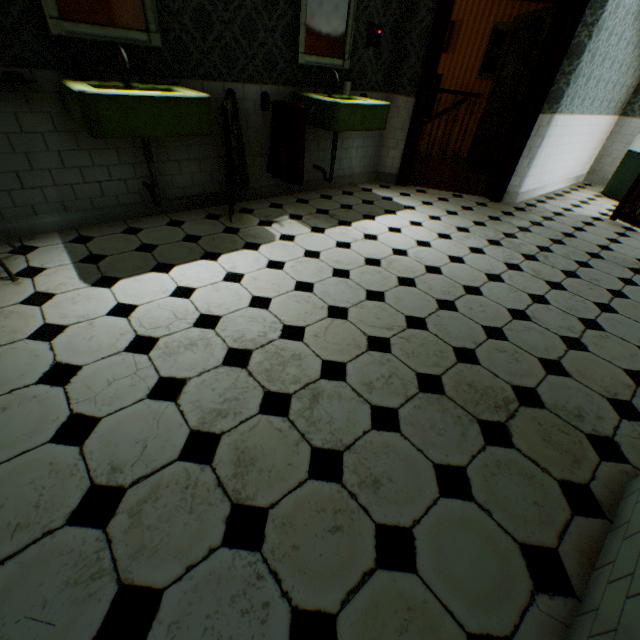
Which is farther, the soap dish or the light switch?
the light switch

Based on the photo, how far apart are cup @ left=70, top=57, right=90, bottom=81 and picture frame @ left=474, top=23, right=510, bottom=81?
8.5 meters

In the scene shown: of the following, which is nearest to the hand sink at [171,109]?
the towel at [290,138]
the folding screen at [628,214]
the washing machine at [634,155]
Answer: the towel at [290,138]

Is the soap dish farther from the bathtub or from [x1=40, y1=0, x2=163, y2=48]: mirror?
the bathtub

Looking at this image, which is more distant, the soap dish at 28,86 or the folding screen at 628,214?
the folding screen at 628,214

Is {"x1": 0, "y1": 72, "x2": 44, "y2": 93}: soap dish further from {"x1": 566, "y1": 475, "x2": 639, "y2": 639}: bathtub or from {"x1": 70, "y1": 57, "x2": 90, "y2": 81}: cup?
{"x1": 566, "y1": 475, "x2": 639, "y2": 639}: bathtub

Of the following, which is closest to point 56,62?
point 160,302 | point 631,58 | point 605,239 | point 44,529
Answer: point 160,302

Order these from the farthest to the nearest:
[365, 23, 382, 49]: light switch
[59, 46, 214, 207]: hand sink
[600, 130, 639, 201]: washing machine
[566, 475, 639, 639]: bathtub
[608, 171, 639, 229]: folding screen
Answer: [600, 130, 639, 201]: washing machine
[608, 171, 639, 229]: folding screen
[365, 23, 382, 49]: light switch
[59, 46, 214, 207]: hand sink
[566, 475, 639, 639]: bathtub
